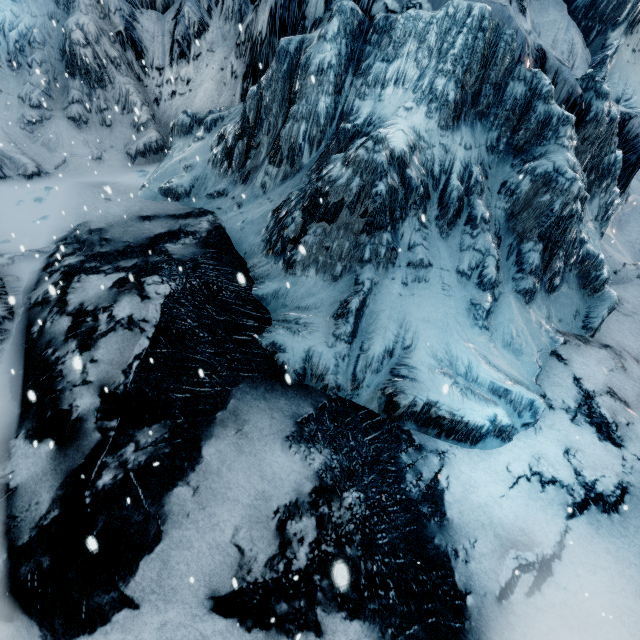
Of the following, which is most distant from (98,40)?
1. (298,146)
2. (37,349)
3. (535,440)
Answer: (535,440)
